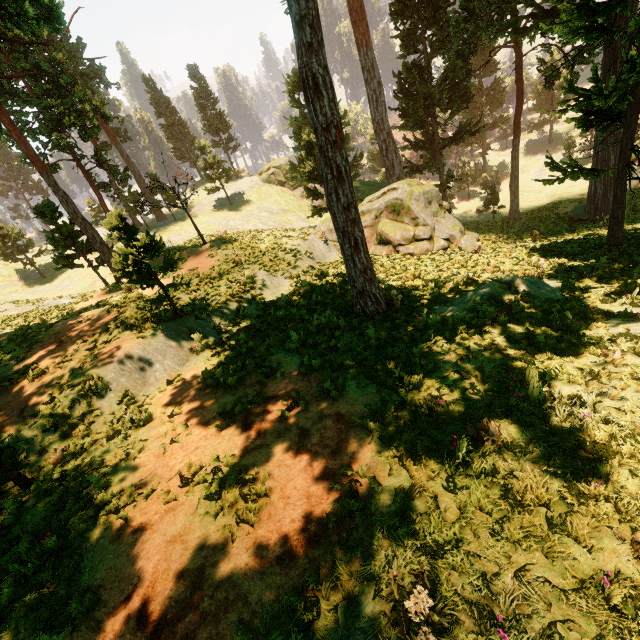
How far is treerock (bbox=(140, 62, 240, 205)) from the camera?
42.8 meters

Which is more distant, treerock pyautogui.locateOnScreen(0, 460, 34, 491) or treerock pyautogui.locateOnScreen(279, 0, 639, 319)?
treerock pyautogui.locateOnScreen(279, 0, 639, 319)

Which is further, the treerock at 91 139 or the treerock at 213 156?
the treerock at 213 156

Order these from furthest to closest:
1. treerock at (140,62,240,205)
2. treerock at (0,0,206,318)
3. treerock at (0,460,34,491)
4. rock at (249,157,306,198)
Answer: rock at (249,157,306,198), treerock at (140,62,240,205), treerock at (0,0,206,318), treerock at (0,460,34,491)

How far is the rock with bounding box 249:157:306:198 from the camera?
50.9 meters

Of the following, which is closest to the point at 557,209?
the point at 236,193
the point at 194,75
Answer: the point at 236,193

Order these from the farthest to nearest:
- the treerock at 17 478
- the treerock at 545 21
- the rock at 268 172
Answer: the rock at 268 172 < the treerock at 545 21 < the treerock at 17 478
